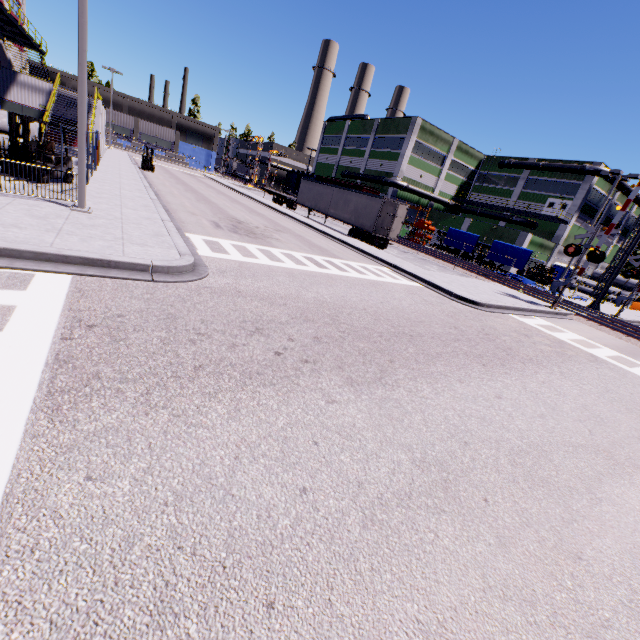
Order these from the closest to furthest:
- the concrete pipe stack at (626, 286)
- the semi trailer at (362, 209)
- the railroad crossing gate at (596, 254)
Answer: the railroad crossing gate at (596, 254) → the semi trailer at (362, 209) → the concrete pipe stack at (626, 286)

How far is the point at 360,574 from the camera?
2.6m

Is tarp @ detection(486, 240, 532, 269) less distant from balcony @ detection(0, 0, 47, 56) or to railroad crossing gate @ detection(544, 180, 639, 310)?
railroad crossing gate @ detection(544, 180, 639, 310)

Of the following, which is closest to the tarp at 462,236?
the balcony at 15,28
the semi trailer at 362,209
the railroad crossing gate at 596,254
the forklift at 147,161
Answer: the semi trailer at 362,209

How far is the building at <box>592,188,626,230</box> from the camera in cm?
4353

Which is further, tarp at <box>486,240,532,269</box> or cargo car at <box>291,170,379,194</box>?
cargo car at <box>291,170,379,194</box>

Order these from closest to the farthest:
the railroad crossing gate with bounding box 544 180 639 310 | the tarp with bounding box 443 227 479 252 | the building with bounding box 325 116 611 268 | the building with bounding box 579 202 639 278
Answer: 1. the railroad crossing gate with bounding box 544 180 639 310
2. the tarp with bounding box 443 227 479 252
3. the building with bounding box 325 116 611 268
4. the building with bounding box 579 202 639 278
